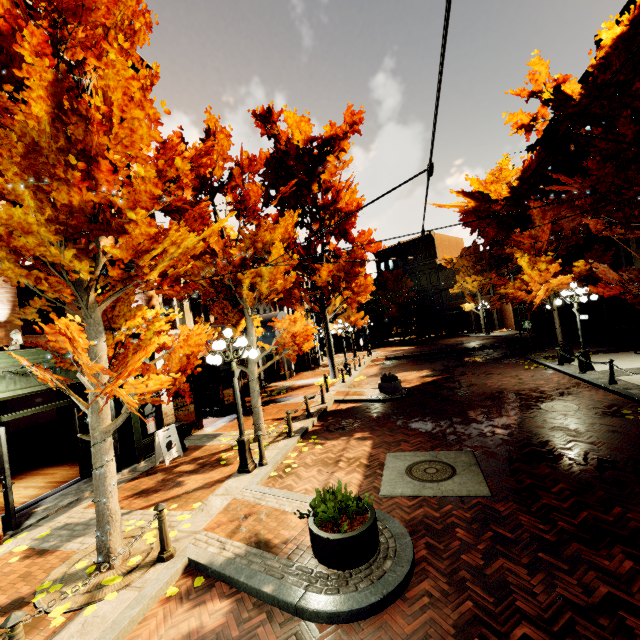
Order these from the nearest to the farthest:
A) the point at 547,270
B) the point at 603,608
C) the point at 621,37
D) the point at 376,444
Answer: the point at 603,608 → the point at 621,37 → the point at 376,444 → the point at 547,270

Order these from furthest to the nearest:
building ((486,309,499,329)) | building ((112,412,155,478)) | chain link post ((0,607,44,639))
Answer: building ((486,309,499,329)) < building ((112,412,155,478)) < chain link post ((0,607,44,639))

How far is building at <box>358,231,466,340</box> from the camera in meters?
44.0 m

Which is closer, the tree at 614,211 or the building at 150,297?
the tree at 614,211

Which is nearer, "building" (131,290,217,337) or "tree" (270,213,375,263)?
"building" (131,290,217,337)

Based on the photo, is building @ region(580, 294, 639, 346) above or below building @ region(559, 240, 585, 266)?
below

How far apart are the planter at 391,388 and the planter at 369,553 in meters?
9.0
